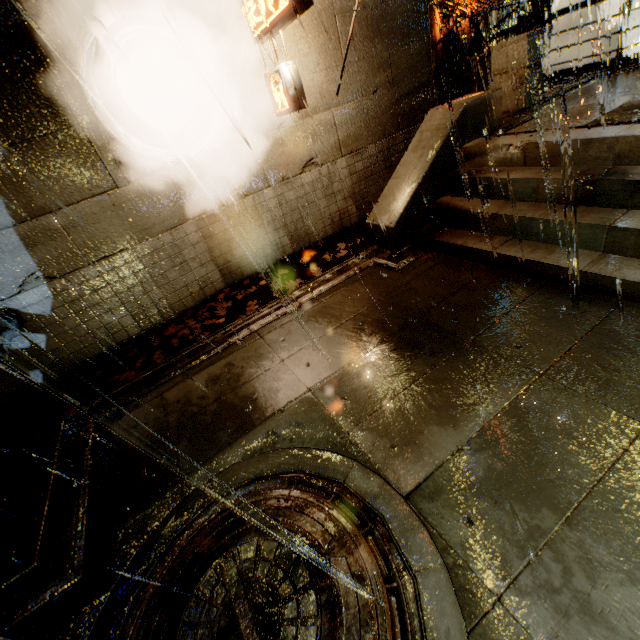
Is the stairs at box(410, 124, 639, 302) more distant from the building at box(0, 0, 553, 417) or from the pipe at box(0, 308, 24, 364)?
the pipe at box(0, 308, 24, 364)

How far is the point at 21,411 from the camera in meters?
6.5 m

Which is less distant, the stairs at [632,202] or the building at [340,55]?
the stairs at [632,202]

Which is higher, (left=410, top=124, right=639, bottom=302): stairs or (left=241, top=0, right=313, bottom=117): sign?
(left=241, top=0, right=313, bottom=117): sign

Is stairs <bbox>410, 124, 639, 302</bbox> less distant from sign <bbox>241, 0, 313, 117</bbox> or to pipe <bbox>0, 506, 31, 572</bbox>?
sign <bbox>241, 0, 313, 117</bbox>

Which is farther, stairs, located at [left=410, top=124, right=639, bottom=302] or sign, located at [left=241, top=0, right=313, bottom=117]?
sign, located at [left=241, top=0, right=313, bottom=117]

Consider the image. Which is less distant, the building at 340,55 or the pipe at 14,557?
the pipe at 14,557

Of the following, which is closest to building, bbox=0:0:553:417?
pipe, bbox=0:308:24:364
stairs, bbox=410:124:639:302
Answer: pipe, bbox=0:308:24:364
